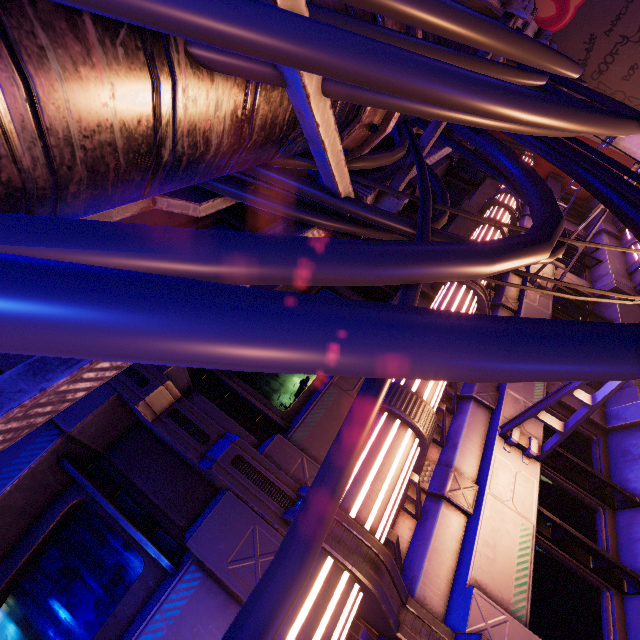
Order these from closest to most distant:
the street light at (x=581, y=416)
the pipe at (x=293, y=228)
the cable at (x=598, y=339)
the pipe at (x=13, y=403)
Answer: the cable at (x=598, y=339) → the pipe at (x=13, y=403) → the pipe at (x=293, y=228) → the street light at (x=581, y=416)

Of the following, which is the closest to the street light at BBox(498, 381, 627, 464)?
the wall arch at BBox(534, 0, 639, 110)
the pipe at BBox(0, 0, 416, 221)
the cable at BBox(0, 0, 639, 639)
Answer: the cable at BBox(0, 0, 639, 639)

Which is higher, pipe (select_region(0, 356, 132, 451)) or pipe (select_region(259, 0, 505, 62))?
pipe (select_region(0, 356, 132, 451))

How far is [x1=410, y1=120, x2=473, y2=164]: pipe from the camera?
3.69m

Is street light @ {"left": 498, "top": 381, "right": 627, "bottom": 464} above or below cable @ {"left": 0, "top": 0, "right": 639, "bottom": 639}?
below

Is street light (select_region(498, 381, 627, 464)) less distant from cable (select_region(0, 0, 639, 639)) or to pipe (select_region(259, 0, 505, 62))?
cable (select_region(0, 0, 639, 639))

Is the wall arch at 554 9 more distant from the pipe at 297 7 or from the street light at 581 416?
the street light at 581 416

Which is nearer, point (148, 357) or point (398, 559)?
point (148, 357)
